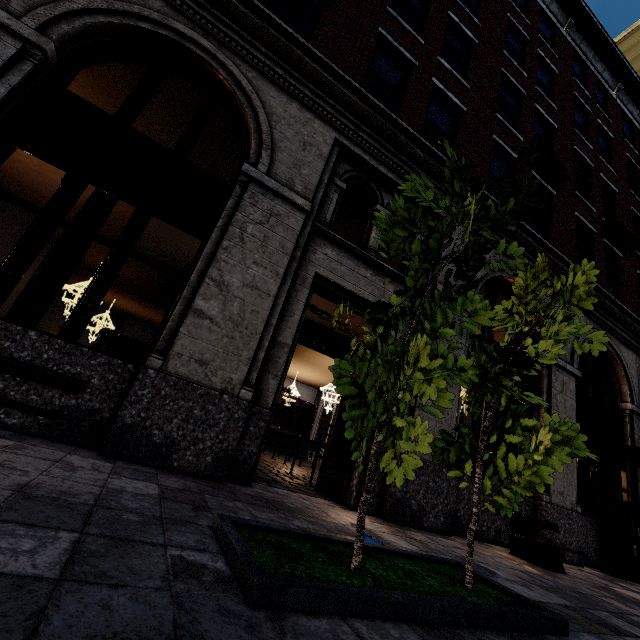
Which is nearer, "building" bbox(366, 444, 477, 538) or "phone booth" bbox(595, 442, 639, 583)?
"building" bbox(366, 444, 477, 538)

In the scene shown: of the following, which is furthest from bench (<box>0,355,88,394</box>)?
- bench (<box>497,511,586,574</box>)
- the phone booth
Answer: the phone booth

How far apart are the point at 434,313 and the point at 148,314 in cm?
2843

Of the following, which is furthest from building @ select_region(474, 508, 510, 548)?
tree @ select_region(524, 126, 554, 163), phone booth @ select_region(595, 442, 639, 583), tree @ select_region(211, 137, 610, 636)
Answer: tree @ select_region(524, 126, 554, 163)

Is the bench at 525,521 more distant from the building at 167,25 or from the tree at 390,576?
the tree at 390,576

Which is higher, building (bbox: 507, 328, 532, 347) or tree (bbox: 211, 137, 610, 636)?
building (bbox: 507, 328, 532, 347)

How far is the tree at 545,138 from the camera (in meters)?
2.23

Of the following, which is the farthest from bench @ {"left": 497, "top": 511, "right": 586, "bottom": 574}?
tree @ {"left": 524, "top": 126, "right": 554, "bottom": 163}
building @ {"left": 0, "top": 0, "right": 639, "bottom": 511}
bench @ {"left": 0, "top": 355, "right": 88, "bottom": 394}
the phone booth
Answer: bench @ {"left": 0, "top": 355, "right": 88, "bottom": 394}
